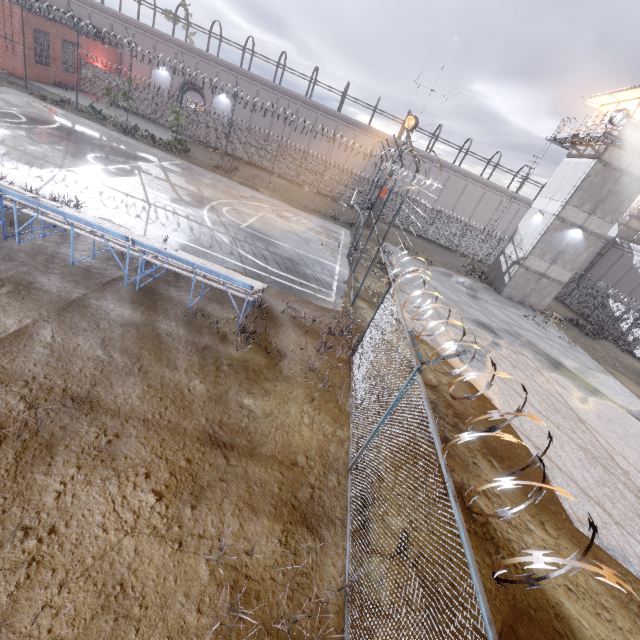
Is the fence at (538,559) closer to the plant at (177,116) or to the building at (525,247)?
the plant at (177,116)

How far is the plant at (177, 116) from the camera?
24.7 meters

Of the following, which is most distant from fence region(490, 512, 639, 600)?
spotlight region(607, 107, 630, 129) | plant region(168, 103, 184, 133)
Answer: spotlight region(607, 107, 630, 129)

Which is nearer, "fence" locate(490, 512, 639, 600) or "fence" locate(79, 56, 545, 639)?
"fence" locate(490, 512, 639, 600)

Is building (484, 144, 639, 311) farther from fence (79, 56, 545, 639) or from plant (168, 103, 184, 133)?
plant (168, 103, 184, 133)

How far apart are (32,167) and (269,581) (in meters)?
17.27

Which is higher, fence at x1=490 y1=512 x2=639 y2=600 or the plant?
fence at x1=490 y1=512 x2=639 y2=600
